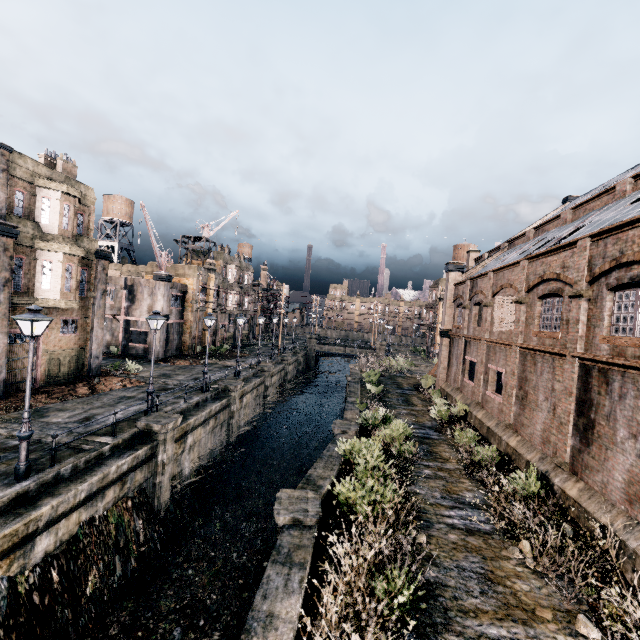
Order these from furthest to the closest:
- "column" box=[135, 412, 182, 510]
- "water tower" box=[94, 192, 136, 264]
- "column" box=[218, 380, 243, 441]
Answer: "water tower" box=[94, 192, 136, 264], "column" box=[218, 380, 243, 441], "column" box=[135, 412, 182, 510]

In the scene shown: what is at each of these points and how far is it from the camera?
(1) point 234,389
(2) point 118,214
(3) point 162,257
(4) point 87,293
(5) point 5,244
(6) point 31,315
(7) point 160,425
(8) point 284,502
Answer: (1) column, 24.3 meters
(2) water tower, 51.4 meters
(3) crane, 34.4 meters
(4) building, 23.5 meters
(5) column, 17.2 meters
(6) street light, 10.7 meters
(7) column, 15.4 meters
(8) column, 10.8 meters

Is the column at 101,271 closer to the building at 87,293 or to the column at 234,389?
the building at 87,293

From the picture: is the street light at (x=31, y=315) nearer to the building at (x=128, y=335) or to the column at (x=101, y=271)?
the column at (x=101, y=271)

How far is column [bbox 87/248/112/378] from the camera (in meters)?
23.67

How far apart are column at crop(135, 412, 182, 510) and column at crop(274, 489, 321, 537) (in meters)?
7.17

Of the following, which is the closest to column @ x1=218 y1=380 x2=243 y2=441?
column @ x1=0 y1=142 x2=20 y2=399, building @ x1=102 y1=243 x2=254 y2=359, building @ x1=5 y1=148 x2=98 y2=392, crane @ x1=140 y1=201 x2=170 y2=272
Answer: building @ x1=5 y1=148 x2=98 y2=392

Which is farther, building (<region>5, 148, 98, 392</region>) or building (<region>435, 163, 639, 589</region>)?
building (<region>5, 148, 98, 392</region>)
